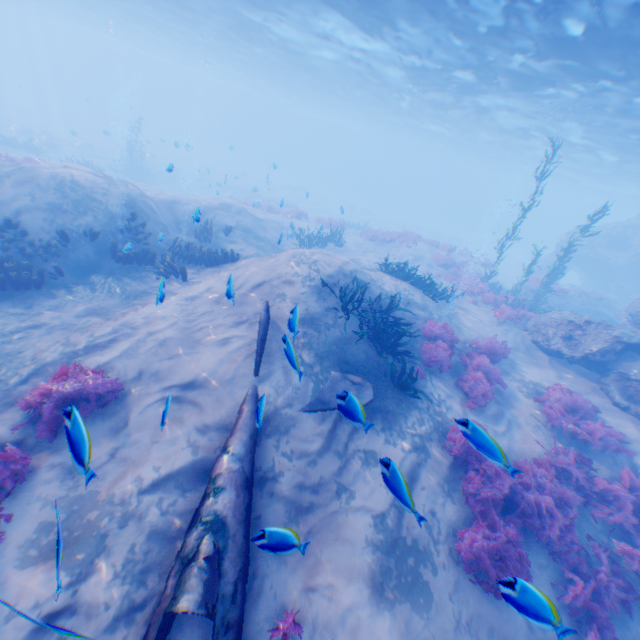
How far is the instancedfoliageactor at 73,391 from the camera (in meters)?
5.54

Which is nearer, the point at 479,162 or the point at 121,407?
the point at 121,407

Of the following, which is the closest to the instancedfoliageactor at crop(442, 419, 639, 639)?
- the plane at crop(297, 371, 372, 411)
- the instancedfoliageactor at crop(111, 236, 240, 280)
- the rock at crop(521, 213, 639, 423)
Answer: the plane at crop(297, 371, 372, 411)

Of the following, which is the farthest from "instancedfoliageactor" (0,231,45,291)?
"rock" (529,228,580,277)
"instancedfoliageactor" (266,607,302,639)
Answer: "rock" (529,228,580,277)

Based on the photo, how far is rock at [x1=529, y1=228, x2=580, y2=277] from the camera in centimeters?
3083cm

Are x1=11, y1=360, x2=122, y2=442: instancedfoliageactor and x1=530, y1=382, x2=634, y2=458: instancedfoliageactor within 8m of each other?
no

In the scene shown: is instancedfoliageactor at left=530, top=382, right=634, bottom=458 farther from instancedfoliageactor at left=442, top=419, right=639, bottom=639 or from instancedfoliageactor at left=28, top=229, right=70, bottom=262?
instancedfoliageactor at left=28, top=229, right=70, bottom=262

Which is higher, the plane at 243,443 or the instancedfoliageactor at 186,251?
the instancedfoliageactor at 186,251
